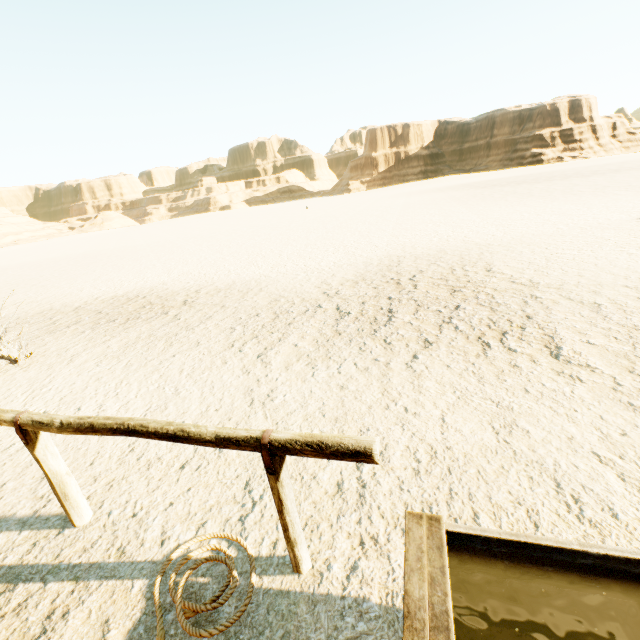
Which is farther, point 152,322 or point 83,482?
point 152,322

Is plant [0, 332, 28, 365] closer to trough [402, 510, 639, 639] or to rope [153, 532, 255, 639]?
rope [153, 532, 255, 639]

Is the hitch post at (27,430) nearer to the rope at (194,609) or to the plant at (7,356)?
the rope at (194,609)

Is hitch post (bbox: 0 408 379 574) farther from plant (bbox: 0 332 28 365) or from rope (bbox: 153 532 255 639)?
plant (bbox: 0 332 28 365)

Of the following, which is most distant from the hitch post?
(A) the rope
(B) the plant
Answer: (B) the plant

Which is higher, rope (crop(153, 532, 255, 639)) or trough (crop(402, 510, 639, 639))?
trough (crop(402, 510, 639, 639))

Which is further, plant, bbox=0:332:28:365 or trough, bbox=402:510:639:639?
plant, bbox=0:332:28:365

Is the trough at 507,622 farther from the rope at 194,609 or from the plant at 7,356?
the plant at 7,356
